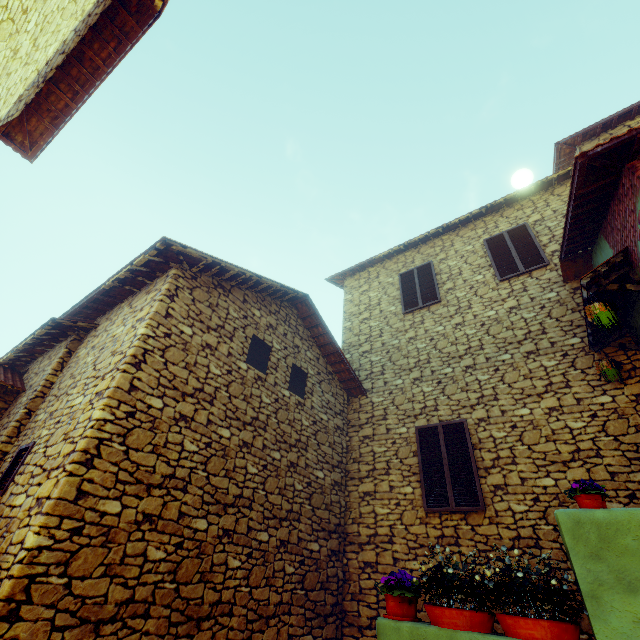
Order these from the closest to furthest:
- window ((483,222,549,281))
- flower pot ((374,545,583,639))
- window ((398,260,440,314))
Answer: flower pot ((374,545,583,639)) < window ((483,222,549,281)) < window ((398,260,440,314))

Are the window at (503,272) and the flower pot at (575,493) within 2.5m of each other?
no

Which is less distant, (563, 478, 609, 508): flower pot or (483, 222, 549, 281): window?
(563, 478, 609, 508): flower pot

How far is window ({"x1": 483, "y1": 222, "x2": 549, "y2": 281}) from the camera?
7.8m

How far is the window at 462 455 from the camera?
5.9 meters

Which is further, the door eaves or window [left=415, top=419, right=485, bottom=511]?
window [left=415, top=419, right=485, bottom=511]

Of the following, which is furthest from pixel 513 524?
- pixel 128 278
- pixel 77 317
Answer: pixel 77 317

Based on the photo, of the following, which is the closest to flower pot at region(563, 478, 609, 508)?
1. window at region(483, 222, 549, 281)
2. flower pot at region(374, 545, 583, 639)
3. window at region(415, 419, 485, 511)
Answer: flower pot at region(374, 545, 583, 639)
